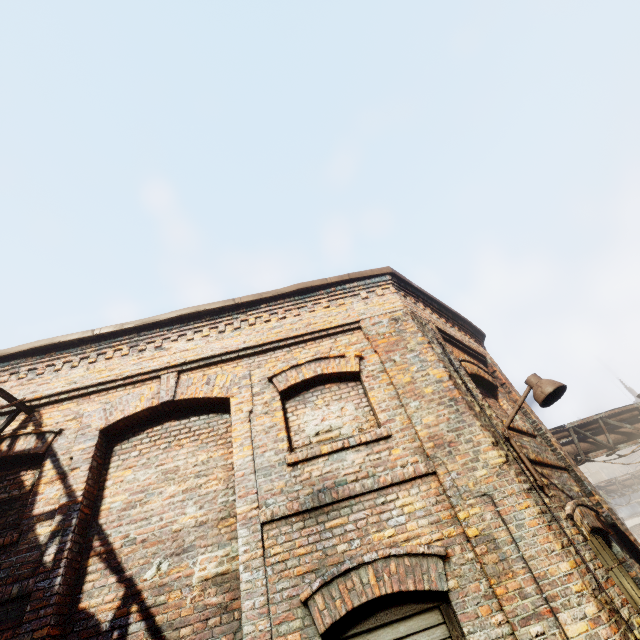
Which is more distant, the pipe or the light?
the pipe

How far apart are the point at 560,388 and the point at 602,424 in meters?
7.7

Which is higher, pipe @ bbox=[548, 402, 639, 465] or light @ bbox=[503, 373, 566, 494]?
pipe @ bbox=[548, 402, 639, 465]

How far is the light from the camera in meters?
4.1 m

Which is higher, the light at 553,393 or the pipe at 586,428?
the pipe at 586,428

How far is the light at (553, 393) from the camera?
4.1 meters
